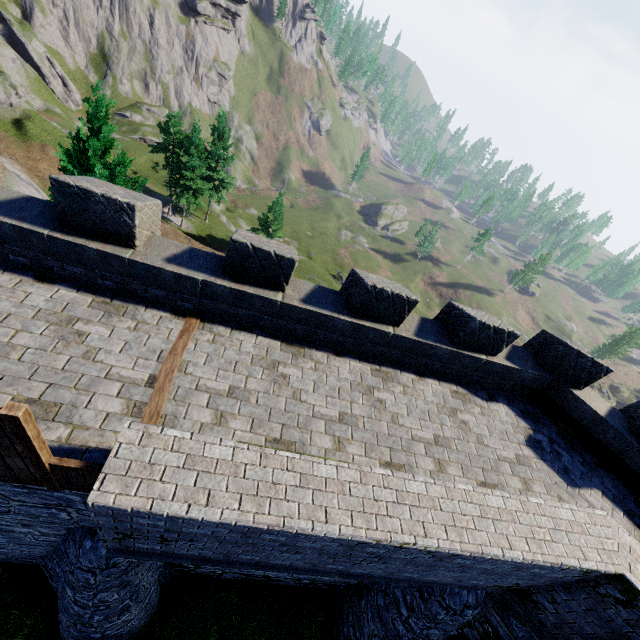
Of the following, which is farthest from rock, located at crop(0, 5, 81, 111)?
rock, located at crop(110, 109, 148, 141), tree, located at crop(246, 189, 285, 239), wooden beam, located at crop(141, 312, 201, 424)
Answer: wooden beam, located at crop(141, 312, 201, 424)

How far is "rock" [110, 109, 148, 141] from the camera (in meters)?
58.75

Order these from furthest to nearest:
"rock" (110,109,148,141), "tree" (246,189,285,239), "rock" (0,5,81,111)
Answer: "rock" (110,109,148,141) → "rock" (0,5,81,111) → "tree" (246,189,285,239)

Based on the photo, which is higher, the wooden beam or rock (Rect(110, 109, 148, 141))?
the wooden beam

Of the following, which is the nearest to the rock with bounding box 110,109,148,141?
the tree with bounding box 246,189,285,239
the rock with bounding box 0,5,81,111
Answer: the rock with bounding box 0,5,81,111

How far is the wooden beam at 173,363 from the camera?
5.25m

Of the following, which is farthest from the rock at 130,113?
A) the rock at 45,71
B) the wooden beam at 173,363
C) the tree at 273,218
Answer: the wooden beam at 173,363

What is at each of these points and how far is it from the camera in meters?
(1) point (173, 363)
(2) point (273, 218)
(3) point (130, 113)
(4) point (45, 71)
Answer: (1) wooden beam, 6.0
(2) tree, 42.6
(3) rock, 59.8
(4) rock, 49.8
